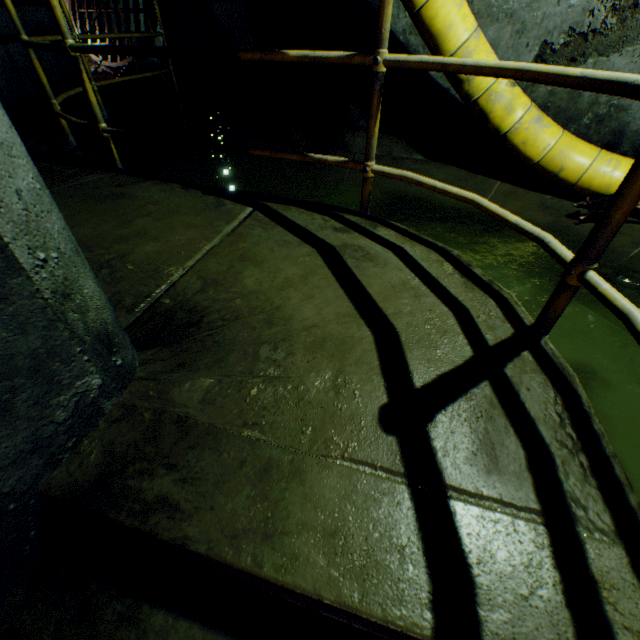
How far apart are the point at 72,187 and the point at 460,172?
4.2 meters

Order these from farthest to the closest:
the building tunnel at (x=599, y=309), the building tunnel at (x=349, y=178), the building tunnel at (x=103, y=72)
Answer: the building tunnel at (x=103, y=72)
the building tunnel at (x=349, y=178)
the building tunnel at (x=599, y=309)

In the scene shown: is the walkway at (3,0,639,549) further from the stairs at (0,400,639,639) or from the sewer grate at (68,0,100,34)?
the sewer grate at (68,0,100,34)

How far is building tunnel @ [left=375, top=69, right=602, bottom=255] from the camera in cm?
357

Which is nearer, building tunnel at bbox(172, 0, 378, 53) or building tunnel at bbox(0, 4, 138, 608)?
building tunnel at bbox(0, 4, 138, 608)

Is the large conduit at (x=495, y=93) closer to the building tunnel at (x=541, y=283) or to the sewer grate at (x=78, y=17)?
the building tunnel at (x=541, y=283)

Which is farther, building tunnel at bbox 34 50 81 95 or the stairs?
building tunnel at bbox 34 50 81 95
